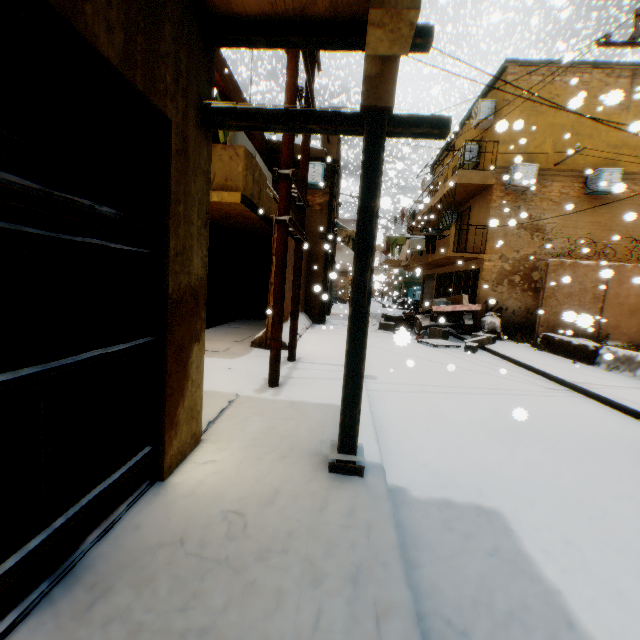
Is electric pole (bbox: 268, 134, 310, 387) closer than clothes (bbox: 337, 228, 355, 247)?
Yes

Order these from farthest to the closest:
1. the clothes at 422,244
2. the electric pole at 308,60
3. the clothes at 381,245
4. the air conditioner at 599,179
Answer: the clothes at 422,244 < the air conditioner at 599,179 < the electric pole at 308,60 < the clothes at 381,245

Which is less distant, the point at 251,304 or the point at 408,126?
the point at 408,126

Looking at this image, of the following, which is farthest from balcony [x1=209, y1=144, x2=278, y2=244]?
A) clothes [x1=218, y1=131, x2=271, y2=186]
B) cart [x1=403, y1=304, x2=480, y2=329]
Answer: cart [x1=403, y1=304, x2=480, y2=329]

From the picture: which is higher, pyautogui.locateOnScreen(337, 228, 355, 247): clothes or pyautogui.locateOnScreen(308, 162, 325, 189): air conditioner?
pyautogui.locateOnScreen(308, 162, 325, 189): air conditioner

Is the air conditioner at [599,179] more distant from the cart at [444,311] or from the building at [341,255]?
the cart at [444,311]

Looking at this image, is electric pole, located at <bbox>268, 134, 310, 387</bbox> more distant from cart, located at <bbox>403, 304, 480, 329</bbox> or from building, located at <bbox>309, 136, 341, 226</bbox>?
cart, located at <bbox>403, 304, 480, 329</bbox>

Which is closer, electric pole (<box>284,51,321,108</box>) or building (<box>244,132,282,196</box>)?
electric pole (<box>284,51,321,108</box>)
